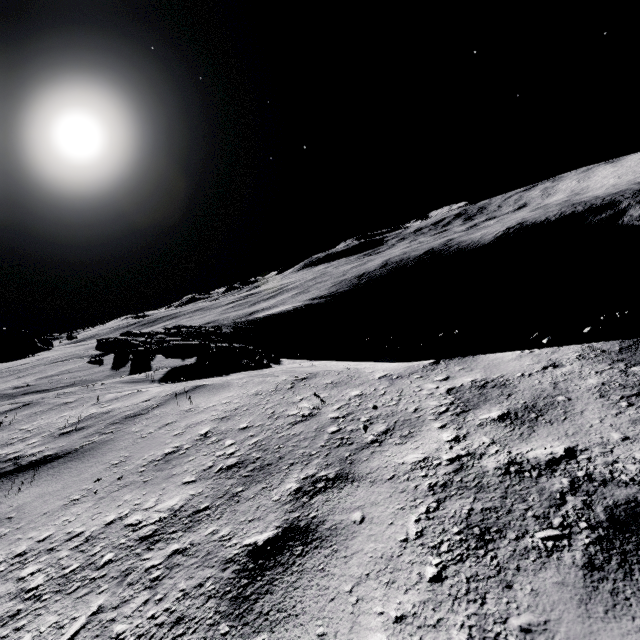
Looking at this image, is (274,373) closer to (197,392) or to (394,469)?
(197,392)
